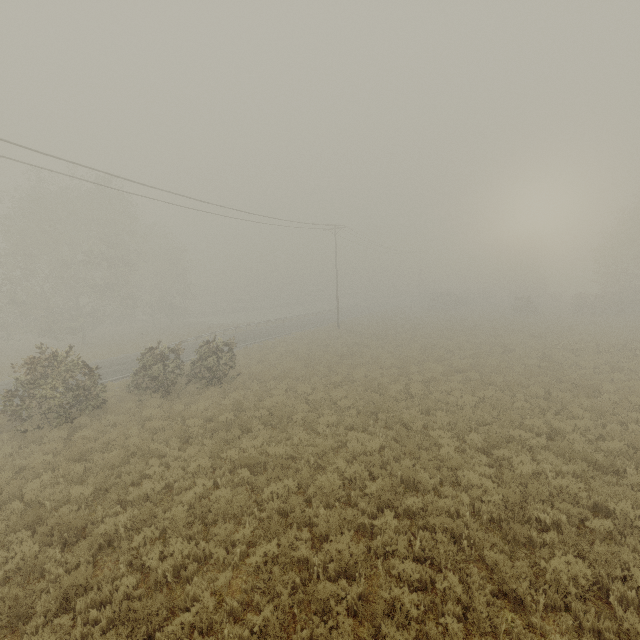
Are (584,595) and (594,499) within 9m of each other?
yes
